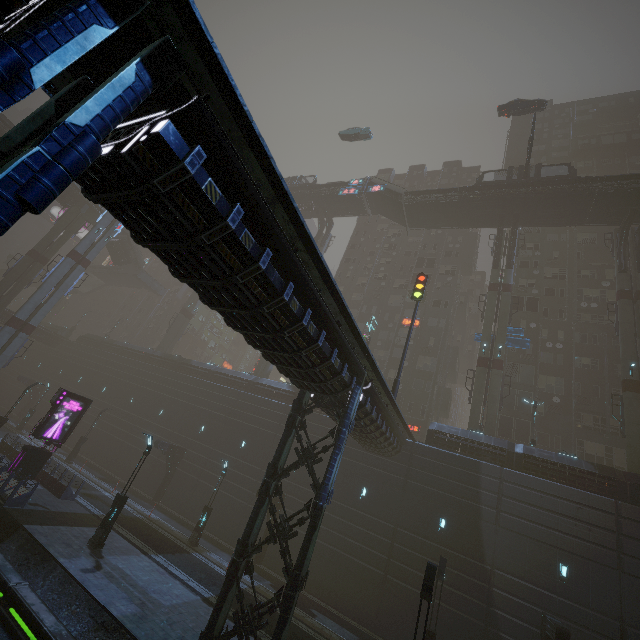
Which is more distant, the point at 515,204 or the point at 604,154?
the point at 604,154

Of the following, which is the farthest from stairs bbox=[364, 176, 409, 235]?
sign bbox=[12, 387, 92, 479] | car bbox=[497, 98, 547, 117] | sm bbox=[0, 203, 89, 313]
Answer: sign bbox=[12, 387, 92, 479]

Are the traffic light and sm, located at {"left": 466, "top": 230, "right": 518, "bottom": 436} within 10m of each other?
no

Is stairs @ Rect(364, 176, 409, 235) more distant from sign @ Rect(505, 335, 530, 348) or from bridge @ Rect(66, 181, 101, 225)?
sign @ Rect(505, 335, 530, 348)

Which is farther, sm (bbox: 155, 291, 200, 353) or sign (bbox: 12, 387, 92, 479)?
sm (bbox: 155, 291, 200, 353)

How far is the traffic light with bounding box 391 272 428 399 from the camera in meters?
20.4 m

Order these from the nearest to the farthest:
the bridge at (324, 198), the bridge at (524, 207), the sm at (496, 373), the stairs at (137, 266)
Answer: A: the sm at (496, 373), the bridge at (524, 207), the bridge at (324, 198), the stairs at (137, 266)

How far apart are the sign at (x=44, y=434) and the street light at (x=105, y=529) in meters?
7.9 m
